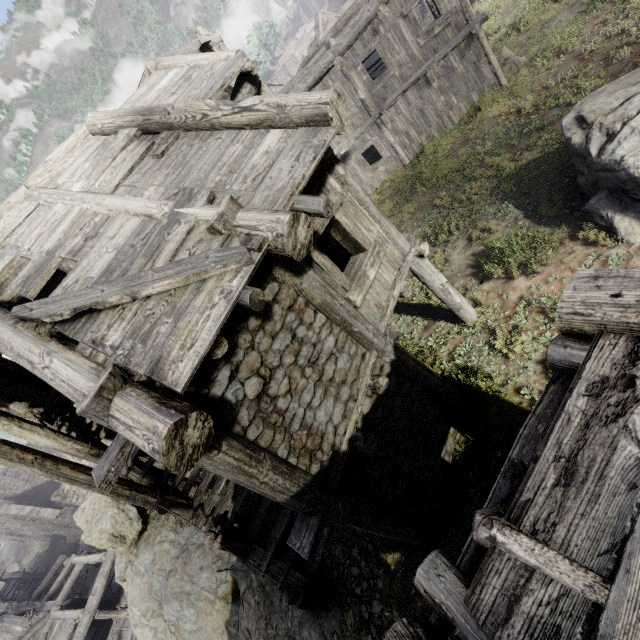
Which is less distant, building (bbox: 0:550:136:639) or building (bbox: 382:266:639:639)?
building (bbox: 382:266:639:639)

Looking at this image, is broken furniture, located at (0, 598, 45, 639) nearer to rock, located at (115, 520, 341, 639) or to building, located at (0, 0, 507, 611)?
building, located at (0, 0, 507, 611)

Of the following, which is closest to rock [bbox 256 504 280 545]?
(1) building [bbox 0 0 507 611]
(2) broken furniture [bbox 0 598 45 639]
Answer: (1) building [bbox 0 0 507 611]

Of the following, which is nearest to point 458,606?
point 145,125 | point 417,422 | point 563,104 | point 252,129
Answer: point 417,422

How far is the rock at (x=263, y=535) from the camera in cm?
916

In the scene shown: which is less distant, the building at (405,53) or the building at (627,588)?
the building at (627,588)

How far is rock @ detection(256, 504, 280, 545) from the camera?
9.2 meters
